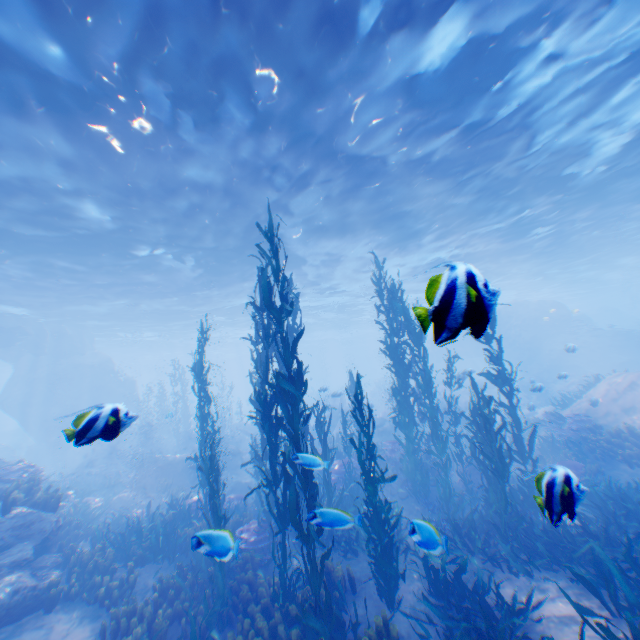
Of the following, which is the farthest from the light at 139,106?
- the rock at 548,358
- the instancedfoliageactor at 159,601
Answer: the instancedfoliageactor at 159,601

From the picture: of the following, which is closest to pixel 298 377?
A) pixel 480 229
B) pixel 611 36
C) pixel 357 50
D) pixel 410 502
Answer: pixel 410 502

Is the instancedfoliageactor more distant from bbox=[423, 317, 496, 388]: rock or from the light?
the light

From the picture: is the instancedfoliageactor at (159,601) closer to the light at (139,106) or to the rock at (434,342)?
the rock at (434,342)

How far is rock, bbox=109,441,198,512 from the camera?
15.1m

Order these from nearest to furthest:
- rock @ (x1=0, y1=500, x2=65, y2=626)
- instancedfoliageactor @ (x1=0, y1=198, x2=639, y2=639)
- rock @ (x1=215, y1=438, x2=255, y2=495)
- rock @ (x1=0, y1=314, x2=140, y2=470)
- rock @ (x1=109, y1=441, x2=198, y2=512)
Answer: rock @ (x1=0, y1=314, x2=140, y2=470), instancedfoliageactor @ (x1=0, y1=198, x2=639, y2=639), rock @ (x1=0, y1=500, x2=65, y2=626), rock @ (x1=109, y1=441, x2=198, y2=512), rock @ (x1=215, y1=438, x2=255, y2=495)

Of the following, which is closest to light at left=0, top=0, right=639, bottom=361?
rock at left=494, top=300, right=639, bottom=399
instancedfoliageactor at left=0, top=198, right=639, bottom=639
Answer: rock at left=494, top=300, right=639, bottom=399
